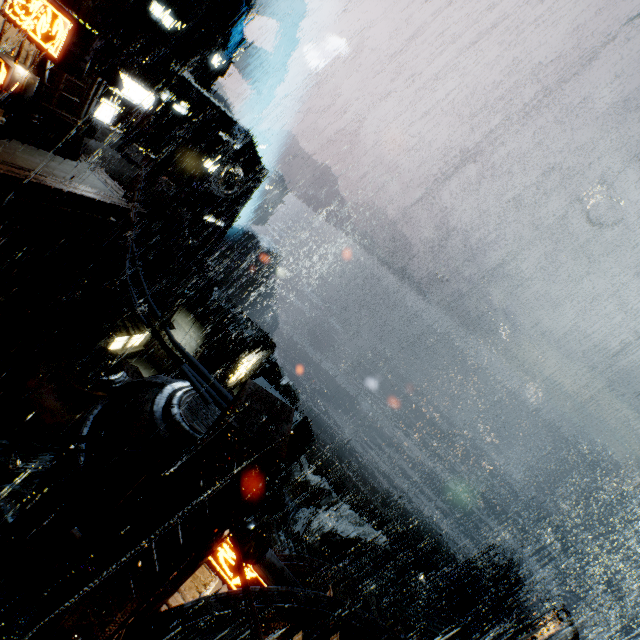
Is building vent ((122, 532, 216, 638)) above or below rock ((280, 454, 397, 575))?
above

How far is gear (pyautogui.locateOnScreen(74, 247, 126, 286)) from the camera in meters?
32.9

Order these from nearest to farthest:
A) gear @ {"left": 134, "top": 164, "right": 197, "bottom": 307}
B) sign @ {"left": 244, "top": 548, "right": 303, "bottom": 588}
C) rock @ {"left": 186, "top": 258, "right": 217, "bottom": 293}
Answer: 1. sign @ {"left": 244, "top": 548, "right": 303, "bottom": 588}
2. gear @ {"left": 134, "top": 164, "right": 197, "bottom": 307}
3. rock @ {"left": 186, "top": 258, "right": 217, "bottom": 293}

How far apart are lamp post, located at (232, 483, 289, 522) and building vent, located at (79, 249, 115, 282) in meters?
29.3 m

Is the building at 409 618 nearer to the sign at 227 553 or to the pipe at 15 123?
the sign at 227 553

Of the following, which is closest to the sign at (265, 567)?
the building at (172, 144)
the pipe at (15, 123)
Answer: the building at (172, 144)

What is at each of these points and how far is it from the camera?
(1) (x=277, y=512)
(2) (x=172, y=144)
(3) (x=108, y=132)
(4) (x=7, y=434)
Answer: (1) lamp post, 3.7 meters
(2) building, 39.1 meters
(3) gear, 24.4 meters
(4) power line, 3.2 meters

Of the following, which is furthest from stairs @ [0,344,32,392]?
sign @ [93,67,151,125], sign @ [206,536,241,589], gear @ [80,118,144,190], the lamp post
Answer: the lamp post
